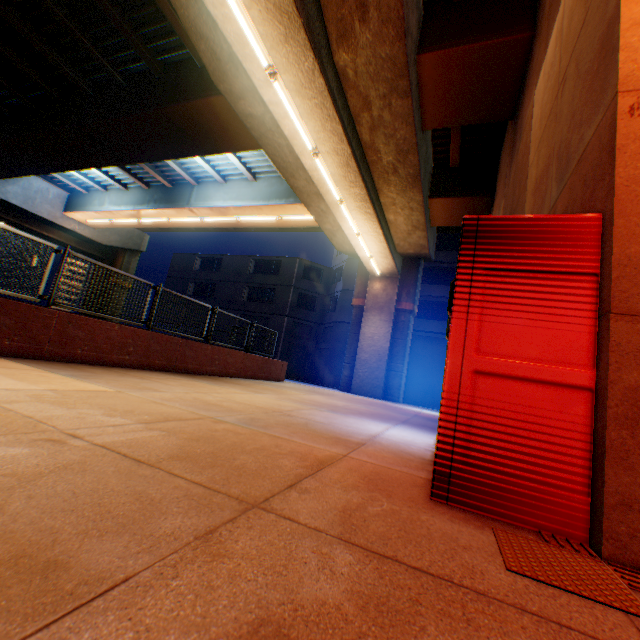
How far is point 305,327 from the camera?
32.0m

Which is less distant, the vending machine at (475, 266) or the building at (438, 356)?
the vending machine at (475, 266)

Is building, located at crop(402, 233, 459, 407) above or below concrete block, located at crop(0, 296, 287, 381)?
above

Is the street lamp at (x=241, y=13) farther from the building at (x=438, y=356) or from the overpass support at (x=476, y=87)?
the building at (x=438, y=356)

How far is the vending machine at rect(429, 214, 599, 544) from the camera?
1.9 meters

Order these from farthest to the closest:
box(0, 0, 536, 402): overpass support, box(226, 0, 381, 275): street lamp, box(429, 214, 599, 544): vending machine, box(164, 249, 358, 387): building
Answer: box(164, 249, 358, 387): building → box(0, 0, 536, 402): overpass support → box(226, 0, 381, 275): street lamp → box(429, 214, 599, 544): vending machine

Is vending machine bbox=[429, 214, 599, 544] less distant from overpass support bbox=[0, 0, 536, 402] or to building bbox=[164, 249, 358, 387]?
overpass support bbox=[0, 0, 536, 402]

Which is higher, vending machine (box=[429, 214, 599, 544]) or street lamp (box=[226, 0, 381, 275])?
street lamp (box=[226, 0, 381, 275])
